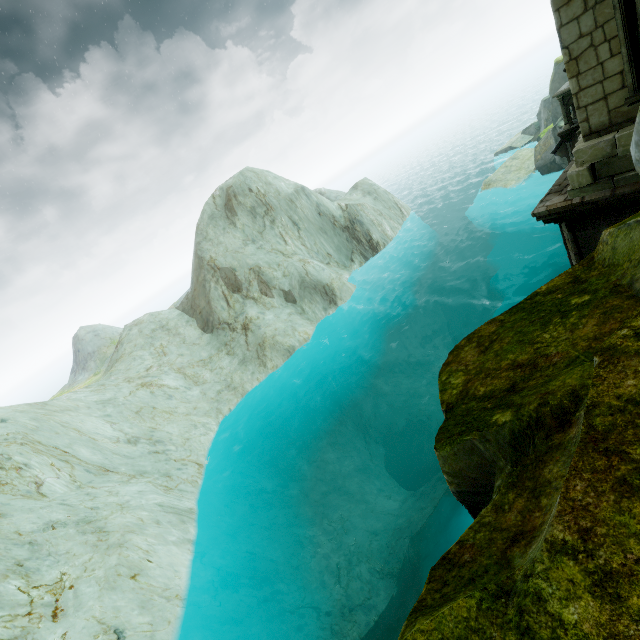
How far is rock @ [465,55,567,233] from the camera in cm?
2445

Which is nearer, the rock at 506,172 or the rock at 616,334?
the rock at 616,334

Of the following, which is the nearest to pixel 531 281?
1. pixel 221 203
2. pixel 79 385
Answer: pixel 221 203

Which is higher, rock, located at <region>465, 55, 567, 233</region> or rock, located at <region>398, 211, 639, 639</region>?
rock, located at <region>398, 211, 639, 639</region>

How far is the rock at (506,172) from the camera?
24.5m

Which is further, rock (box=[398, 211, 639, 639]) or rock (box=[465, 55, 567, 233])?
rock (box=[465, 55, 567, 233])
